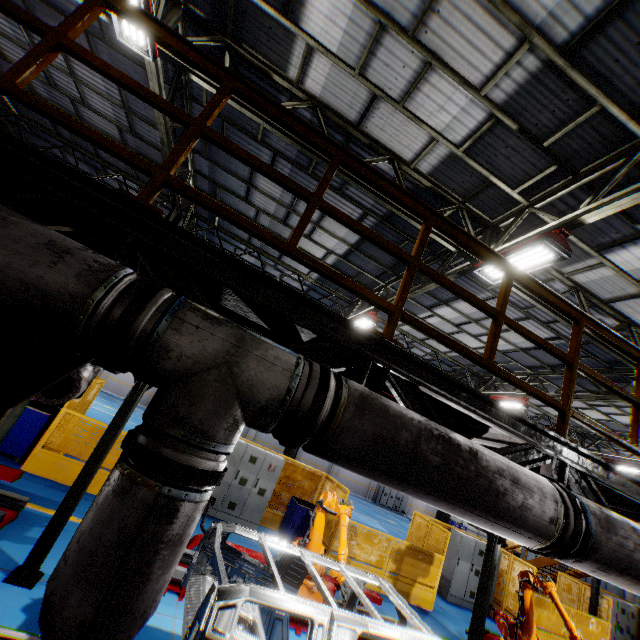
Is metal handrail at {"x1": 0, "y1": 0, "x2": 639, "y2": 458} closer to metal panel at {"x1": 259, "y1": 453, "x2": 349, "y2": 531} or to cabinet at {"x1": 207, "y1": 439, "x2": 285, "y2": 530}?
metal panel at {"x1": 259, "y1": 453, "x2": 349, "y2": 531}

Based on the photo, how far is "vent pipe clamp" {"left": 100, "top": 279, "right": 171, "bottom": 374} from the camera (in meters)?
1.45

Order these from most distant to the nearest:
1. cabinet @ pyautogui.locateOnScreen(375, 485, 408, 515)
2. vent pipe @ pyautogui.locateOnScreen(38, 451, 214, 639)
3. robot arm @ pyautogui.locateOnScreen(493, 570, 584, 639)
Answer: cabinet @ pyautogui.locateOnScreen(375, 485, 408, 515), robot arm @ pyautogui.locateOnScreen(493, 570, 584, 639), vent pipe @ pyautogui.locateOnScreen(38, 451, 214, 639)

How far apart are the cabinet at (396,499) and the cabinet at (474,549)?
16.4 meters

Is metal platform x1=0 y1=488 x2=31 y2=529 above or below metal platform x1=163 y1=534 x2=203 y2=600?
above

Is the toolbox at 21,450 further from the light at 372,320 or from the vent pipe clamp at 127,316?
the light at 372,320

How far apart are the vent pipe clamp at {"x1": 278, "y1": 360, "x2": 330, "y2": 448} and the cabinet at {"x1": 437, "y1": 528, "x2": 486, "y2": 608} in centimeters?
1368cm

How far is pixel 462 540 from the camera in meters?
12.1 m
